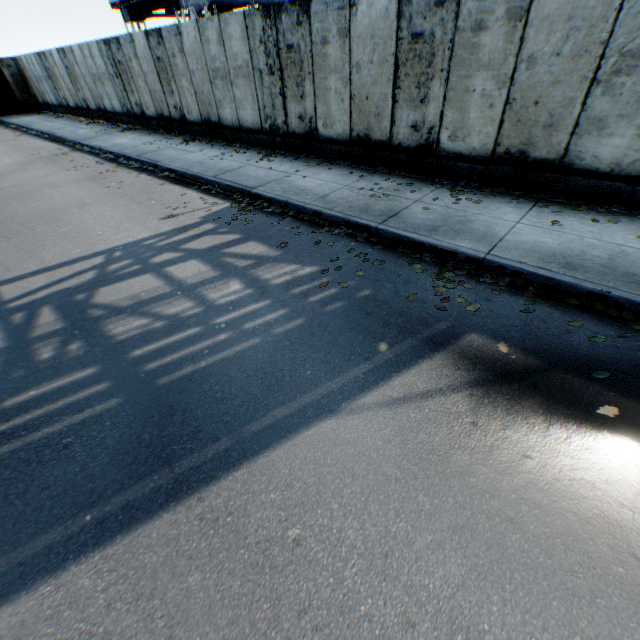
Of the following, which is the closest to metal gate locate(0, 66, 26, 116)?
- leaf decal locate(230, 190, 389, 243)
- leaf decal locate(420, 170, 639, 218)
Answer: leaf decal locate(230, 190, 389, 243)

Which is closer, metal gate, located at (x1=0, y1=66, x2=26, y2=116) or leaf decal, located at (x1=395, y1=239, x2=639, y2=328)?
leaf decal, located at (x1=395, y1=239, x2=639, y2=328)

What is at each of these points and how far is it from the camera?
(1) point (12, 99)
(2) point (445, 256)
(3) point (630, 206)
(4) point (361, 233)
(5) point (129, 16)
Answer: (1) metal gate, 24.75m
(2) leaf decal, 5.17m
(3) leaf decal, 5.56m
(4) leaf decal, 6.03m
(5) landrig, 25.98m

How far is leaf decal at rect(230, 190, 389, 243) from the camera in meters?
5.9

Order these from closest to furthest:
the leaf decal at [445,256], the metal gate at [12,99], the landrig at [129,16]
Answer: the leaf decal at [445,256], the landrig at [129,16], the metal gate at [12,99]

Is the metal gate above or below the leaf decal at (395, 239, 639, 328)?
above

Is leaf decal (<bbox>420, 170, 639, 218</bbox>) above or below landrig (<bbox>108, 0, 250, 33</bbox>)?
below

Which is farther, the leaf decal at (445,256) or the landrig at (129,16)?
the landrig at (129,16)
